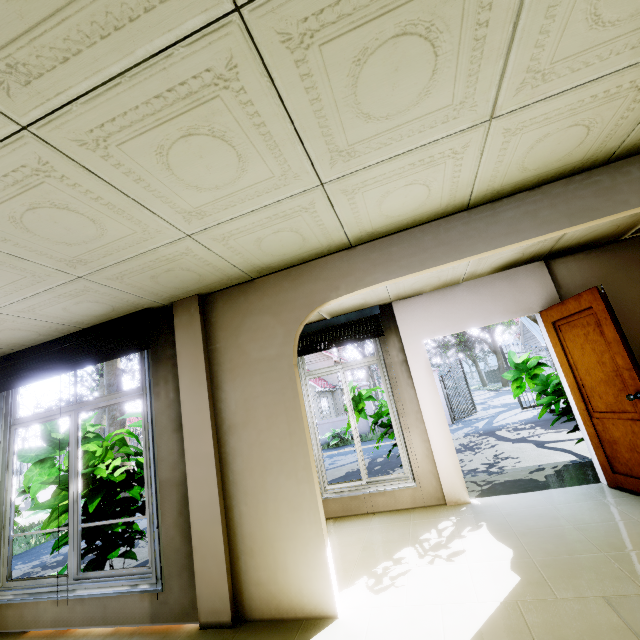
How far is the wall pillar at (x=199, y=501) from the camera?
2.56m

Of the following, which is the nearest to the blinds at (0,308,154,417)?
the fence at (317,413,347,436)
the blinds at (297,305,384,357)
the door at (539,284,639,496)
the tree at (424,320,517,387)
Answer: the blinds at (297,305,384,357)

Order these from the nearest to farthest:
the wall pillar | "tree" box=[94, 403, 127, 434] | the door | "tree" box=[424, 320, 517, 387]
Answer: the wall pillar < the door < "tree" box=[94, 403, 127, 434] < "tree" box=[424, 320, 517, 387]

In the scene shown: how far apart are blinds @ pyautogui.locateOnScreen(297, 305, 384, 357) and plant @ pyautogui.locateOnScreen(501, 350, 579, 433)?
2.2 meters

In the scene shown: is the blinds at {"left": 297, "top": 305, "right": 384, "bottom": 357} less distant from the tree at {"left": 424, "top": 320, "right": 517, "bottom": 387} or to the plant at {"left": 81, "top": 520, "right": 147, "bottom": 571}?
the plant at {"left": 81, "top": 520, "right": 147, "bottom": 571}

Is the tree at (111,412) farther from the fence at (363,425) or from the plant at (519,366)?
the plant at (519,366)

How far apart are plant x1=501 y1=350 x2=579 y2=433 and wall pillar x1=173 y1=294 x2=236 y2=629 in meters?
4.4 m

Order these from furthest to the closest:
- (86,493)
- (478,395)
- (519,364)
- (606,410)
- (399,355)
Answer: (478,395) → (519,364) → (399,355) → (86,493) → (606,410)
